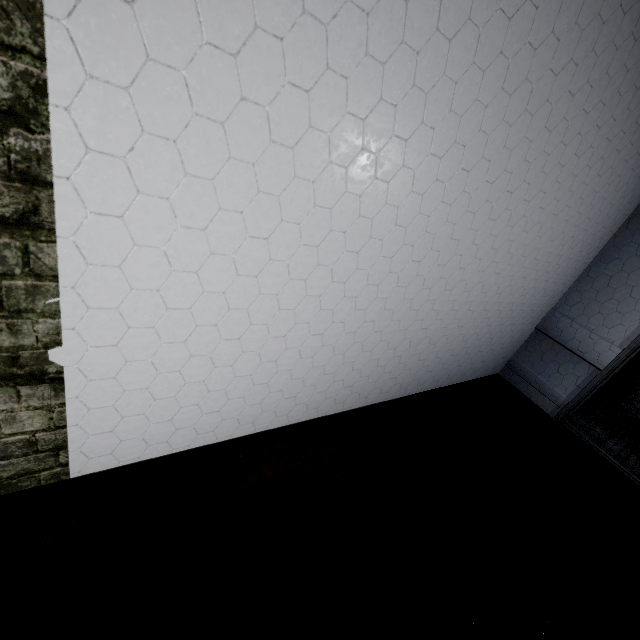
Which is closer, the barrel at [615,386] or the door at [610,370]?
the door at [610,370]

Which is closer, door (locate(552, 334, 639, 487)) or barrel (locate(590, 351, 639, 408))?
door (locate(552, 334, 639, 487))

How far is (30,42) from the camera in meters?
0.5 m
